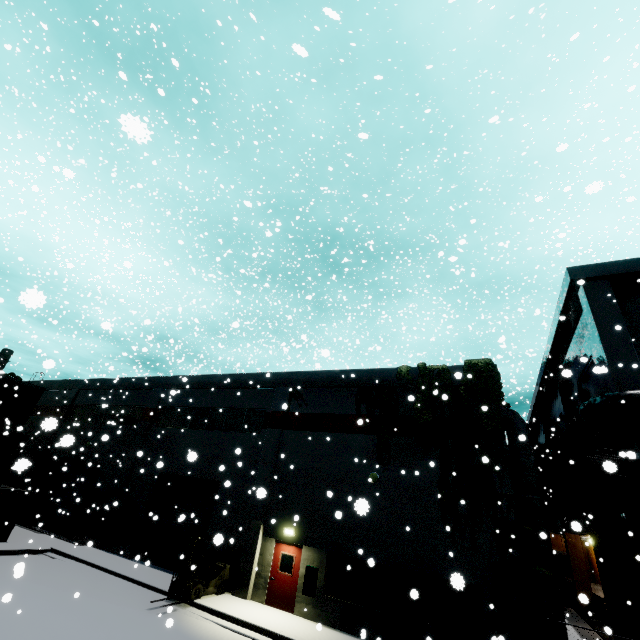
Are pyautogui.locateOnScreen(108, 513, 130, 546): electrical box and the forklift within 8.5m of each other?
yes

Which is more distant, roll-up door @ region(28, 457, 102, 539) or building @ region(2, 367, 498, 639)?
roll-up door @ region(28, 457, 102, 539)

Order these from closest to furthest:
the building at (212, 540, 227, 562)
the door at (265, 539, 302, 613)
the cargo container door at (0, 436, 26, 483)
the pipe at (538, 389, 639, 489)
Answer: the building at (212, 540, 227, 562) < the pipe at (538, 389, 639, 489) < the door at (265, 539, 302, 613) < the cargo container door at (0, 436, 26, 483)

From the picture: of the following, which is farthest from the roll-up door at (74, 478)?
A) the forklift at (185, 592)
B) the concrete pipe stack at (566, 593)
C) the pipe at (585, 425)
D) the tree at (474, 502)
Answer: the concrete pipe stack at (566, 593)

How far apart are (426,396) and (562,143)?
12.9m

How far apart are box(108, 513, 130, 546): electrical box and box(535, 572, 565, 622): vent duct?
20.84m

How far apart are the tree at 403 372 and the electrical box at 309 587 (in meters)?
8.94

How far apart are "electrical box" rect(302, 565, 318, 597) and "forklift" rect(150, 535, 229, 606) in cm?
378
